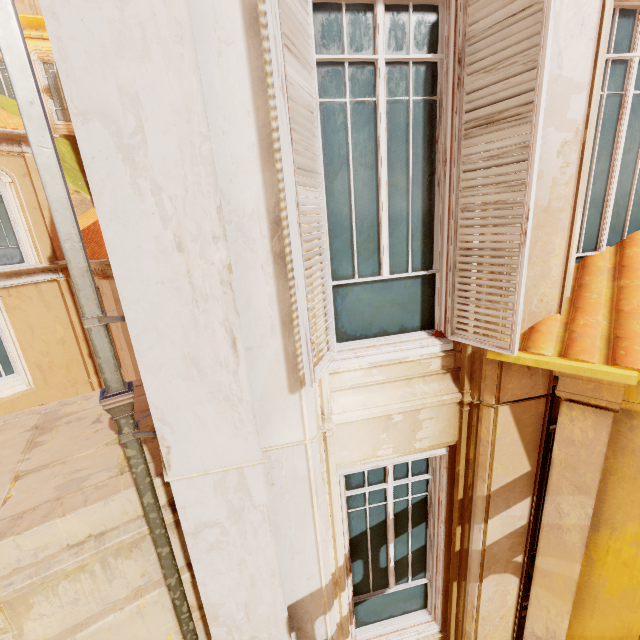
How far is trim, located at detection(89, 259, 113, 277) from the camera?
8.79m

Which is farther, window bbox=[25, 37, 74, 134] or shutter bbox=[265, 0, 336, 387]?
window bbox=[25, 37, 74, 134]

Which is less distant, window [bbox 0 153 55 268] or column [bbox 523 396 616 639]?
column [bbox 523 396 616 639]

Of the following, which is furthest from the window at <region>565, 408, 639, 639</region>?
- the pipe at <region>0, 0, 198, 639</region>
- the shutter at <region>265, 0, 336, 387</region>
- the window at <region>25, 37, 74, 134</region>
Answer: the window at <region>25, 37, 74, 134</region>

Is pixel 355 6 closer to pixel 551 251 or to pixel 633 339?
pixel 551 251

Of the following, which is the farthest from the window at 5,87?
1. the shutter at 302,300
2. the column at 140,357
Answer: the shutter at 302,300

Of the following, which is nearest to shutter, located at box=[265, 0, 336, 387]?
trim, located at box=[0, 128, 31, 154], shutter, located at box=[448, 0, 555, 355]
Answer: shutter, located at box=[448, 0, 555, 355]

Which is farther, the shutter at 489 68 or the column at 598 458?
the column at 598 458
